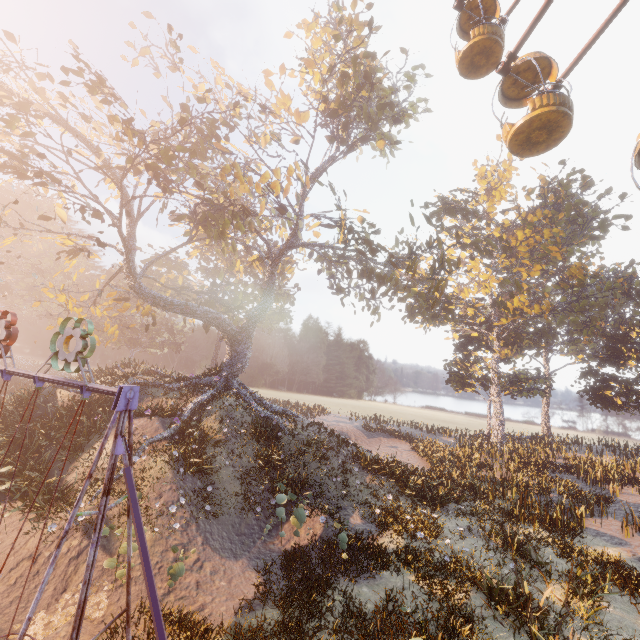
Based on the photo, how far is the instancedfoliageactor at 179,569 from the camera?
9.15m

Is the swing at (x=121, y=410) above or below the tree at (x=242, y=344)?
below

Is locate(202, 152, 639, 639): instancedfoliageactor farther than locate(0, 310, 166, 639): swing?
Yes

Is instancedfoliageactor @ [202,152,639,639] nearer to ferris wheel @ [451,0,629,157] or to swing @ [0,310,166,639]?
swing @ [0,310,166,639]

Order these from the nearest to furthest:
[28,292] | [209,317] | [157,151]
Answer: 1. [157,151]
2. [209,317]
3. [28,292]

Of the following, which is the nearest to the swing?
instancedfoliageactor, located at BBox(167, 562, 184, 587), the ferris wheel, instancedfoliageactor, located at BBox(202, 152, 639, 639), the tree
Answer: instancedfoliageactor, located at BBox(167, 562, 184, 587)

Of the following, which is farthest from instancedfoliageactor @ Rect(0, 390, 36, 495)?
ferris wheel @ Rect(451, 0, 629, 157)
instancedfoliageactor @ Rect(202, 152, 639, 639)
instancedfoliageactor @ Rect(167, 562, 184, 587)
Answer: ferris wheel @ Rect(451, 0, 629, 157)

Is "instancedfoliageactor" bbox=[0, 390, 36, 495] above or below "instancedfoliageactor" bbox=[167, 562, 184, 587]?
above
